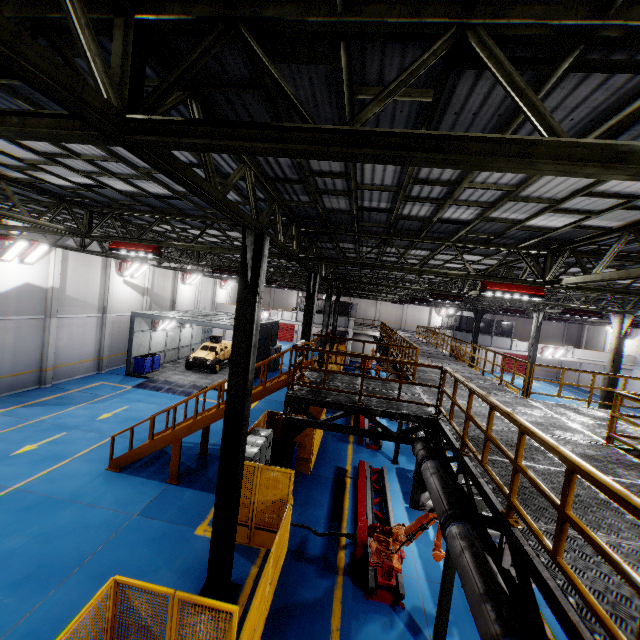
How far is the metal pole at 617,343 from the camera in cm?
1582

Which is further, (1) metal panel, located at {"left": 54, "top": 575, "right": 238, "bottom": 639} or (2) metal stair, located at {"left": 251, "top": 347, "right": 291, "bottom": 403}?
(2) metal stair, located at {"left": 251, "top": 347, "right": 291, "bottom": 403}

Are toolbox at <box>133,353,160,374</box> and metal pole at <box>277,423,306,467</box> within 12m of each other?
no

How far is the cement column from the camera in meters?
17.9

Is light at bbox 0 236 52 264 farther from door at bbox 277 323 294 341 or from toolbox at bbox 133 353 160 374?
door at bbox 277 323 294 341

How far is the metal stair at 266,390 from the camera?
10.4 meters

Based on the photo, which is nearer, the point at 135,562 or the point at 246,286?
the point at 246,286

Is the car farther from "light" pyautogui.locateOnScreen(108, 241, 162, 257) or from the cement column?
"light" pyautogui.locateOnScreen(108, 241, 162, 257)
